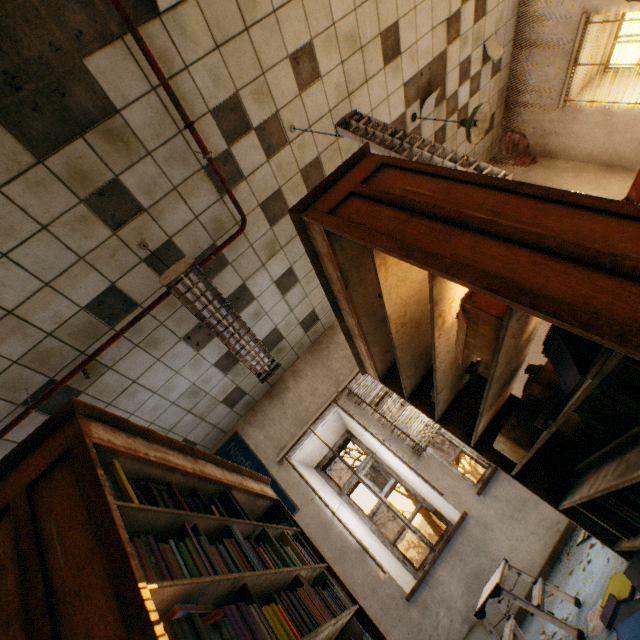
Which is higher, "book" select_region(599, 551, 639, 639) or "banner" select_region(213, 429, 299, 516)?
"banner" select_region(213, 429, 299, 516)

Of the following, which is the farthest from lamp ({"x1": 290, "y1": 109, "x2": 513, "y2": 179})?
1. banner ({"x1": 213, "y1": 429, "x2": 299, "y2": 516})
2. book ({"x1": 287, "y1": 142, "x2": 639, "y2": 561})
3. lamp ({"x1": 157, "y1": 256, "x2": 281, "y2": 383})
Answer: banner ({"x1": 213, "y1": 429, "x2": 299, "y2": 516})

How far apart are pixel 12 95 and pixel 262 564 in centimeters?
325cm

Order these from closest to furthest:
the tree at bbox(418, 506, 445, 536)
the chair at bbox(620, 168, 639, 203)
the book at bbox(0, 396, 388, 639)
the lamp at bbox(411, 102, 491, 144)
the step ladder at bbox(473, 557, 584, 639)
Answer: the book at bbox(0, 396, 388, 639), the step ladder at bbox(473, 557, 584, 639), the chair at bbox(620, 168, 639, 203), the lamp at bbox(411, 102, 491, 144), the tree at bbox(418, 506, 445, 536)

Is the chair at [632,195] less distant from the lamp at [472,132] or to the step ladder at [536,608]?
the lamp at [472,132]

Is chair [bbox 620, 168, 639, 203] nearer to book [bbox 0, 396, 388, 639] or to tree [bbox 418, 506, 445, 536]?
book [bbox 0, 396, 388, 639]

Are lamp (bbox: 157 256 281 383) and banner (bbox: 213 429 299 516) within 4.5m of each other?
yes

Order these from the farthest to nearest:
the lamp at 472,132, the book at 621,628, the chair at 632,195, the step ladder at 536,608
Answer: the lamp at 472,132, the chair at 632,195, the step ladder at 536,608, the book at 621,628
